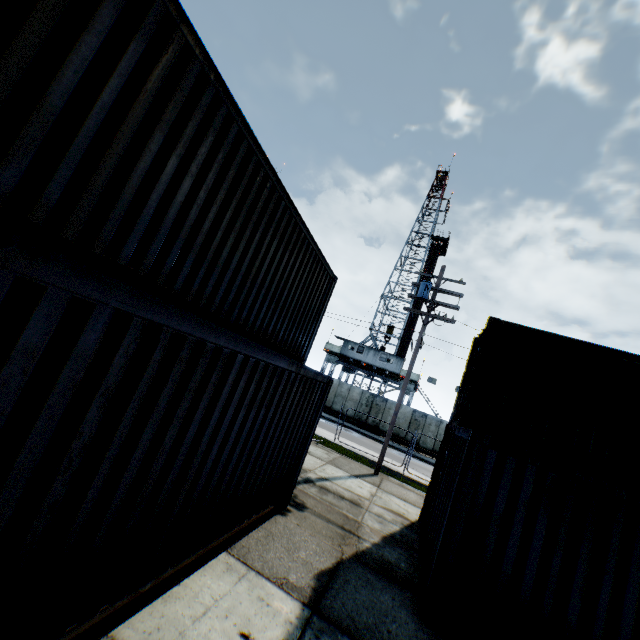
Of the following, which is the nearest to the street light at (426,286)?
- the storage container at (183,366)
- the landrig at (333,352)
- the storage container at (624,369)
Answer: the storage container at (624,369)

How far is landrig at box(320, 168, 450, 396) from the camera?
35.0m

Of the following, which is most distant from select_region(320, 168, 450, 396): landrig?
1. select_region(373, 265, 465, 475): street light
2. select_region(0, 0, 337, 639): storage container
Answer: select_region(0, 0, 337, 639): storage container

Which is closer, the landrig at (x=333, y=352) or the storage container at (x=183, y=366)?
the storage container at (x=183, y=366)

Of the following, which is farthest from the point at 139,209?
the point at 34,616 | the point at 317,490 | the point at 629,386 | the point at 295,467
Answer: A: the point at 629,386

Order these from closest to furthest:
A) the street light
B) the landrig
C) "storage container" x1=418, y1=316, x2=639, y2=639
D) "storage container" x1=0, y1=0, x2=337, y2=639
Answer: "storage container" x1=0, y1=0, x2=337, y2=639 < "storage container" x1=418, y1=316, x2=639, y2=639 < the street light < the landrig

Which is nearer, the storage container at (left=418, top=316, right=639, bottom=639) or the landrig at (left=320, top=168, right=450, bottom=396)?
the storage container at (left=418, top=316, right=639, bottom=639)

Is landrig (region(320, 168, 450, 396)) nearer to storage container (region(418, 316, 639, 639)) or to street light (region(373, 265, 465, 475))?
street light (region(373, 265, 465, 475))
